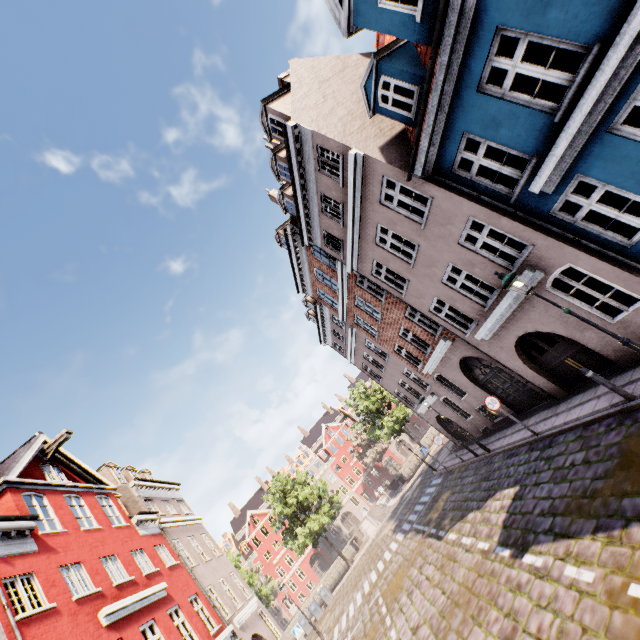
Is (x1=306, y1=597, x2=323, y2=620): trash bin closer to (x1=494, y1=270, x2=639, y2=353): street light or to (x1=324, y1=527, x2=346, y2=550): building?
(x1=324, y1=527, x2=346, y2=550): building

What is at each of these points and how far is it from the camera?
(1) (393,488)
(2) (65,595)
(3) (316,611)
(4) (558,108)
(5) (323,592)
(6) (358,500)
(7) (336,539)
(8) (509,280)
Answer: (1) bridge, 37.81m
(2) building, 9.80m
(3) trash bin, 26.81m
(4) building, 6.36m
(5) trash bin, 27.38m
(6) building, 57.00m
(7) building, 54.34m
(8) street light, 7.31m

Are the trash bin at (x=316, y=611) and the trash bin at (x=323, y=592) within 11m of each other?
yes

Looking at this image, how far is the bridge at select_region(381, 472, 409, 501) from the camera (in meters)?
33.38

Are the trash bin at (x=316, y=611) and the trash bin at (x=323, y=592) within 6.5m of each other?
yes

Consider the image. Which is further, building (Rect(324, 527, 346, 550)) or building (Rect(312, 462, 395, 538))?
building (Rect(312, 462, 395, 538))

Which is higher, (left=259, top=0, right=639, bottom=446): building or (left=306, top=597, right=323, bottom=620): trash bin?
(left=259, top=0, right=639, bottom=446): building

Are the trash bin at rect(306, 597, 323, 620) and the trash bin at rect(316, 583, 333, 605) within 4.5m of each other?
yes
